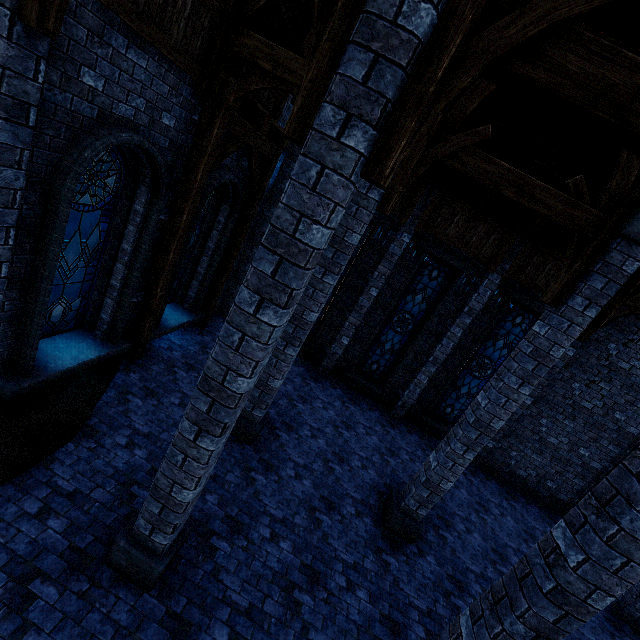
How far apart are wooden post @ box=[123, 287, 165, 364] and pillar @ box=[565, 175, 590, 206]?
7.83m

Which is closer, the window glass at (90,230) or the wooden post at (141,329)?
the window glass at (90,230)

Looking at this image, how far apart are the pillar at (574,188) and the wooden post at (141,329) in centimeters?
783cm

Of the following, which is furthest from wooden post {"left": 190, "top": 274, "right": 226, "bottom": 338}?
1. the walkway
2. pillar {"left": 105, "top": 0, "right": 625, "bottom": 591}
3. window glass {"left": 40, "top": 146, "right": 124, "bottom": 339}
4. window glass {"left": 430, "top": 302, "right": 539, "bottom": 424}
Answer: window glass {"left": 430, "top": 302, "right": 539, "bottom": 424}

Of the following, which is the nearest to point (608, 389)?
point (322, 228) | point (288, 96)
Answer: point (322, 228)

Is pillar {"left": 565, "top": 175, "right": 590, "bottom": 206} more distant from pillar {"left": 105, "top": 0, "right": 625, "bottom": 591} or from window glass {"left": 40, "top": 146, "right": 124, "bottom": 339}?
window glass {"left": 40, "top": 146, "right": 124, "bottom": 339}

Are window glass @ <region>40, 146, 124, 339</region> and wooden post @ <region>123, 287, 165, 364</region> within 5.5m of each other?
yes

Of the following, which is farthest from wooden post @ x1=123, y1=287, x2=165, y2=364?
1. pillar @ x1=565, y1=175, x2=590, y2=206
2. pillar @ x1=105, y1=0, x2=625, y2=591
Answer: pillar @ x1=565, y1=175, x2=590, y2=206
